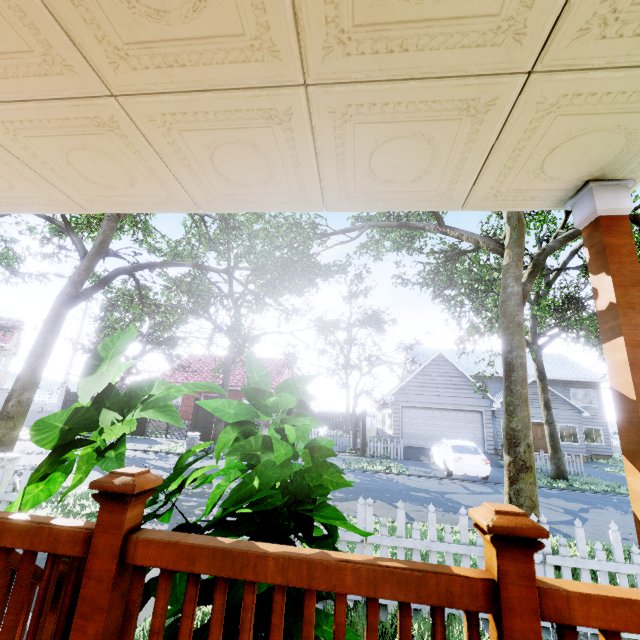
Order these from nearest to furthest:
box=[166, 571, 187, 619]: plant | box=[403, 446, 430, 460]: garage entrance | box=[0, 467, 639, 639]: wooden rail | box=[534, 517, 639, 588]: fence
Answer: box=[0, 467, 639, 639]: wooden rail < box=[166, 571, 187, 619]: plant < box=[534, 517, 639, 588]: fence < box=[403, 446, 430, 460]: garage entrance

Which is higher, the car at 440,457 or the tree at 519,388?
the tree at 519,388

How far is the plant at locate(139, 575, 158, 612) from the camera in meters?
1.5 m

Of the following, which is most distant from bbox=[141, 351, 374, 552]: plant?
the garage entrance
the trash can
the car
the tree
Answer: the garage entrance

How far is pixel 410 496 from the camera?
10.1 meters

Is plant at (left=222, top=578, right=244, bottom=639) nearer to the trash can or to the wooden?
the wooden

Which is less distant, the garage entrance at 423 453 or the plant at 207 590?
the plant at 207 590

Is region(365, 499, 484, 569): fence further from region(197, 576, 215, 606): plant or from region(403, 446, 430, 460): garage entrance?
region(403, 446, 430, 460): garage entrance
